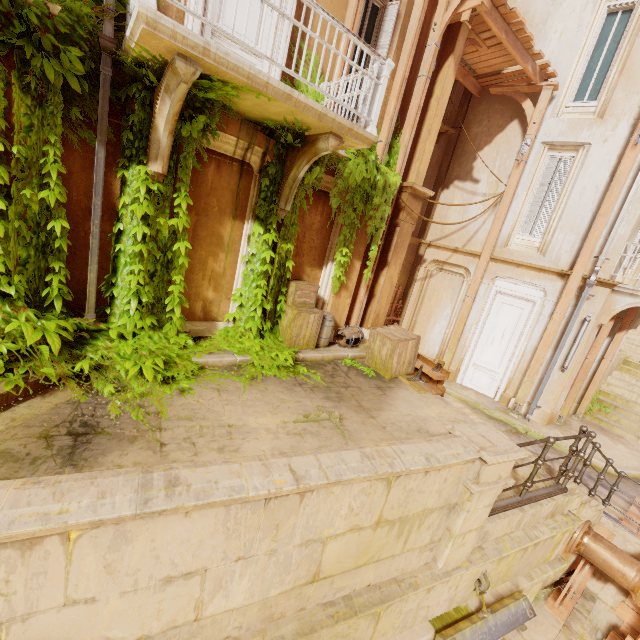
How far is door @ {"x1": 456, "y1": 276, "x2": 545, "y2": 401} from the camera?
10.16m

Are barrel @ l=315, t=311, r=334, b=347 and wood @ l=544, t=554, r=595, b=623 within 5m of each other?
no

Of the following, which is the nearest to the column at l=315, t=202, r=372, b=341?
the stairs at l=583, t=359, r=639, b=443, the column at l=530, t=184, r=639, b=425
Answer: the column at l=530, t=184, r=639, b=425

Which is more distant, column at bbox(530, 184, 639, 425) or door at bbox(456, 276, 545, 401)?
door at bbox(456, 276, 545, 401)

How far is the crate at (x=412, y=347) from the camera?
7.3 meters

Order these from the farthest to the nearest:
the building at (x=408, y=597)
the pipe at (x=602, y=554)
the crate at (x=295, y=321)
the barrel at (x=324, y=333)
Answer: the barrel at (x=324, y=333) → the crate at (x=295, y=321) → the pipe at (x=602, y=554) → the building at (x=408, y=597)

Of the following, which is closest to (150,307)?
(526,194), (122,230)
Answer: (122,230)

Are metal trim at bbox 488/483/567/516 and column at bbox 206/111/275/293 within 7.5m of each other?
yes
